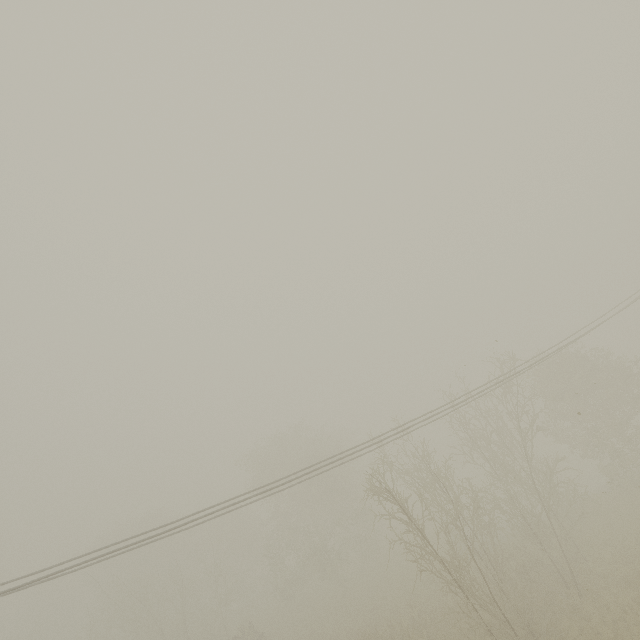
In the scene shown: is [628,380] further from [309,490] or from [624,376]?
[309,490]
